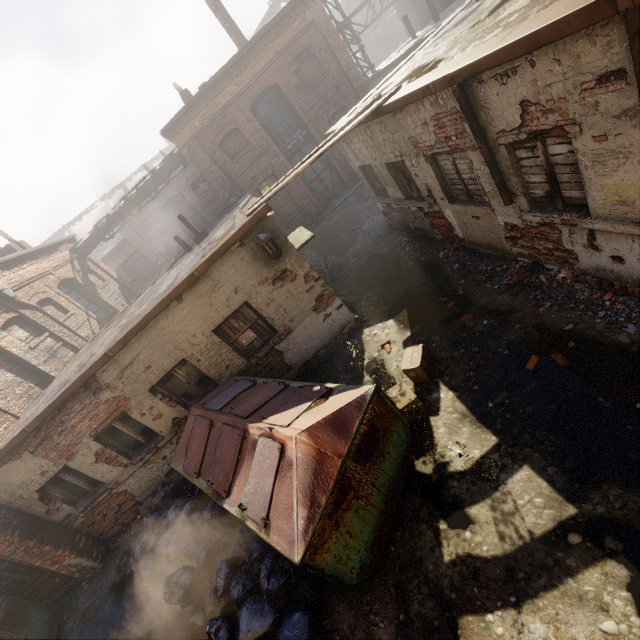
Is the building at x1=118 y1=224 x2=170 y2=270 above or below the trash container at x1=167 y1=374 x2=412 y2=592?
above

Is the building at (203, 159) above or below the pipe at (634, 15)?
above

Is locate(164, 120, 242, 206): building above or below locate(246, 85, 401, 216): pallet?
above

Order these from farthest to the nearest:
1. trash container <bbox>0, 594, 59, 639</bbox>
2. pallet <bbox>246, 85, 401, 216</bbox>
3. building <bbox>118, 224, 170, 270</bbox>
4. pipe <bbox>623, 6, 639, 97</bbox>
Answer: building <bbox>118, 224, 170, 270</bbox>
trash container <bbox>0, 594, 59, 639</bbox>
pallet <bbox>246, 85, 401, 216</bbox>
pipe <bbox>623, 6, 639, 97</bbox>

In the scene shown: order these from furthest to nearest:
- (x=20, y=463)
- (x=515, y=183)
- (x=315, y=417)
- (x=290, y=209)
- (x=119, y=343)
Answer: (x=290, y=209)
(x=20, y=463)
(x=119, y=343)
(x=515, y=183)
(x=315, y=417)

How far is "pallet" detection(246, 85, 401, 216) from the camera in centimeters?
606cm

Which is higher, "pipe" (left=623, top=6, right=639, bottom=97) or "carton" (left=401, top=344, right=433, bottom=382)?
"pipe" (left=623, top=6, right=639, bottom=97)

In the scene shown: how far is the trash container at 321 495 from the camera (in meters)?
3.64
